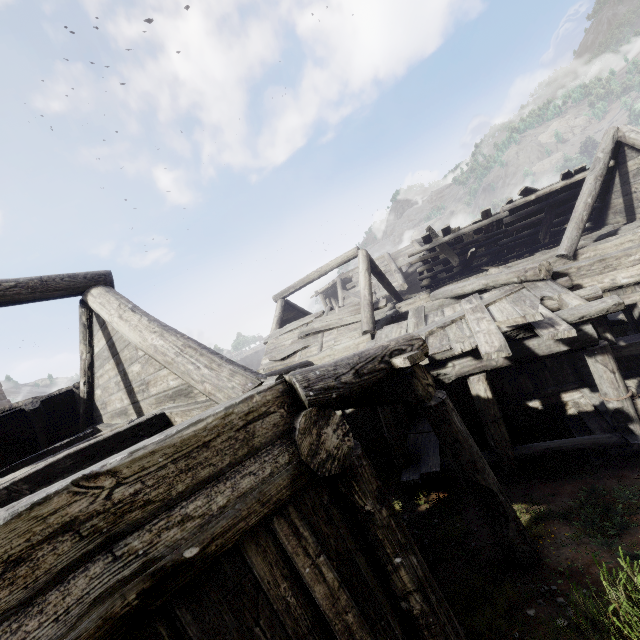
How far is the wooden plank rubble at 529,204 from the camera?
12.2m

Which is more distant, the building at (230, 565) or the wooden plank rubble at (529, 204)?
the wooden plank rubble at (529, 204)

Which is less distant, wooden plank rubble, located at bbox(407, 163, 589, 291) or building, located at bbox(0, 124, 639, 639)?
building, located at bbox(0, 124, 639, 639)

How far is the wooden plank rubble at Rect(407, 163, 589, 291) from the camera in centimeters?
1218cm

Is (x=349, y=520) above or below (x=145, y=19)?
below
